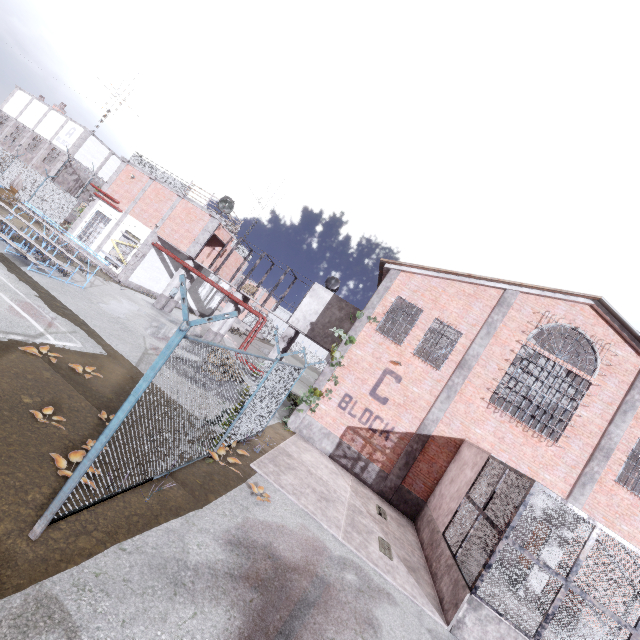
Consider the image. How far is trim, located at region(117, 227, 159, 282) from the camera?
21.4 meters

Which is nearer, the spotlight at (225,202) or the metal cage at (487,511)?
the metal cage at (487,511)

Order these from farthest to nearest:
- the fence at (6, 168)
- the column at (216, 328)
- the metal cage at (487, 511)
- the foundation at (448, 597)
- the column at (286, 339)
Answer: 1. the fence at (6, 168)
2. the column at (216, 328)
3. the column at (286, 339)
4. the foundation at (448, 597)
5. the metal cage at (487, 511)

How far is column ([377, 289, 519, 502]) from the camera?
13.65m

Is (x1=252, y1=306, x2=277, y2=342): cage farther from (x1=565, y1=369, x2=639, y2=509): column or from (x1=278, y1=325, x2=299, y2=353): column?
(x1=565, y1=369, x2=639, y2=509): column

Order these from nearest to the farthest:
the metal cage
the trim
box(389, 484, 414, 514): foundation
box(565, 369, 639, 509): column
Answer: the metal cage, box(565, 369, 639, 509): column, box(389, 484, 414, 514): foundation, the trim

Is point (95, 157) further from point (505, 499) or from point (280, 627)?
point (505, 499)

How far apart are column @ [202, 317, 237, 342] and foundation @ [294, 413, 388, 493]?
9.0m
